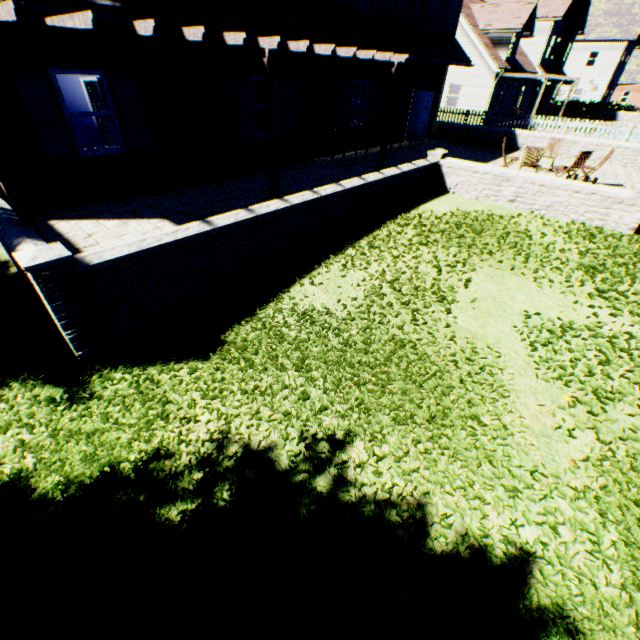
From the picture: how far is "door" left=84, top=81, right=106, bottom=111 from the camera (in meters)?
11.88

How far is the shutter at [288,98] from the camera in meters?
10.2

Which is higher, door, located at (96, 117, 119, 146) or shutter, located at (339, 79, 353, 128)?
shutter, located at (339, 79, 353, 128)

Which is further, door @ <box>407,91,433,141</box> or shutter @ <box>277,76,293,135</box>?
door @ <box>407,91,433,141</box>

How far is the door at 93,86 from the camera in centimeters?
1188cm

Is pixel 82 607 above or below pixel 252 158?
below

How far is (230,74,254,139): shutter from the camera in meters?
9.2

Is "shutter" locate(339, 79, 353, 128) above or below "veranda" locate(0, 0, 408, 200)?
below
